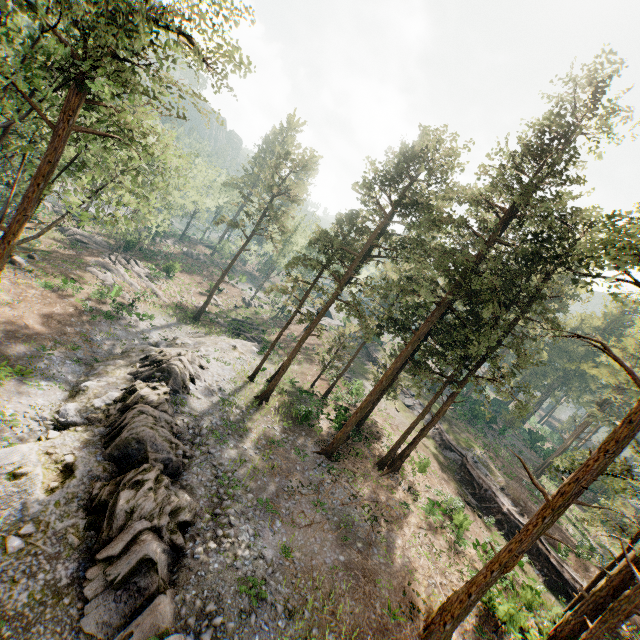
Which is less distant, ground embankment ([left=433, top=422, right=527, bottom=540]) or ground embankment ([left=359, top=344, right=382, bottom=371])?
ground embankment ([left=433, top=422, right=527, bottom=540])

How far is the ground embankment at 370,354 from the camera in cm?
5161

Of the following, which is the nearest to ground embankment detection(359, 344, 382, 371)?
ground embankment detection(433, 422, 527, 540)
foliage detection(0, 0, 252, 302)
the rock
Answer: ground embankment detection(433, 422, 527, 540)

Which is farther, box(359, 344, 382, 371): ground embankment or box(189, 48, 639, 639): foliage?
box(359, 344, 382, 371): ground embankment

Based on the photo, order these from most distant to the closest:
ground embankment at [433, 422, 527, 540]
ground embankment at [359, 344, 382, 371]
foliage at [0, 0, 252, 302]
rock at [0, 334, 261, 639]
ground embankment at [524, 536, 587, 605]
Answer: ground embankment at [359, 344, 382, 371] < ground embankment at [433, 422, 527, 540] < ground embankment at [524, 536, 587, 605] < foliage at [0, 0, 252, 302] < rock at [0, 334, 261, 639]

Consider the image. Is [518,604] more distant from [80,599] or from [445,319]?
[80,599]

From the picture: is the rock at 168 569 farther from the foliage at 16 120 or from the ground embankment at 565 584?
the ground embankment at 565 584

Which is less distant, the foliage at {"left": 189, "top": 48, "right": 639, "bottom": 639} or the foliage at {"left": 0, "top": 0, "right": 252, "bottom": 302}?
the foliage at {"left": 0, "top": 0, "right": 252, "bottom": 302}
